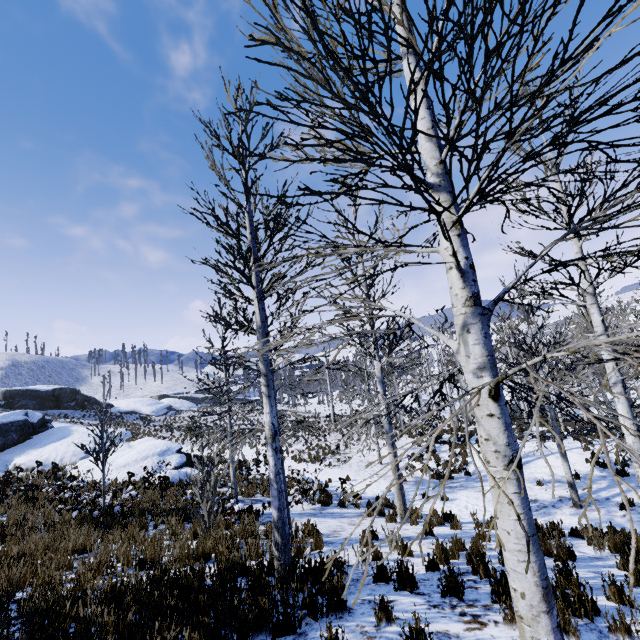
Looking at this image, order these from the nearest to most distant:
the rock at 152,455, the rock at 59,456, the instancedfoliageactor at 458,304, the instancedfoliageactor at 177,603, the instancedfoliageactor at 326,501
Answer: the instancedfoliageactor at 458,304 < the instancedfoliageactor at 177,603 < the instancedfoliageactor at 326,501 < the rock at 152,455 < the rock at 59,456

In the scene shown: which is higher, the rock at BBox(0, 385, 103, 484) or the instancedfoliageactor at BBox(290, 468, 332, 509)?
the rock at BBox(0, 385, 103, 484)

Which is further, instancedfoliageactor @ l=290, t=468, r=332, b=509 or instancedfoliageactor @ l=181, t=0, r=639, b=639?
instancedfoliageactor @ l=290, t=468, r=332, b=509

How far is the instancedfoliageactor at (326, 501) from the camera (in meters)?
12.14

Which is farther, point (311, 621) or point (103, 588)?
point (103, 588)

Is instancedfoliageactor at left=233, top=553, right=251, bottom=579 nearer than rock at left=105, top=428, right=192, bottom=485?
Yes

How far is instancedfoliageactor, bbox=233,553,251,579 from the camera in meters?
4.4 m
